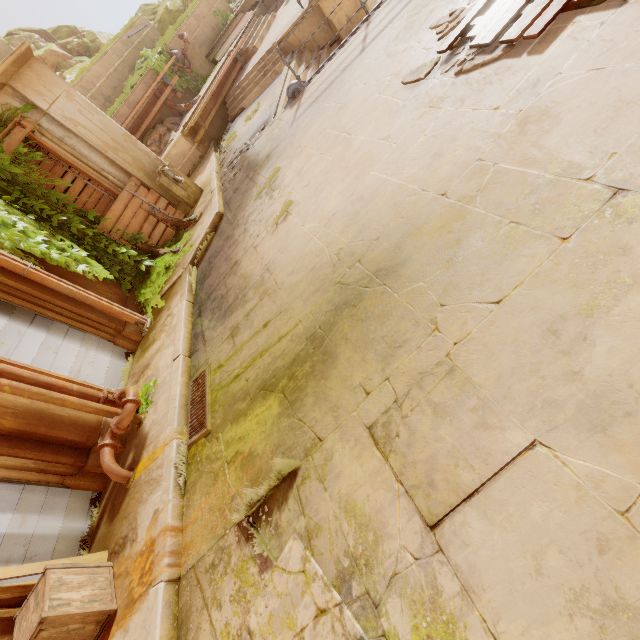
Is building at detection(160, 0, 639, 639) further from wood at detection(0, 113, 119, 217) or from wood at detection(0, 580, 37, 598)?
wood at detection(0, 113, 119, 217)

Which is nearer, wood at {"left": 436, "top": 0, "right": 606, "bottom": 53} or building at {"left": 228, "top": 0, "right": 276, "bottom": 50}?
wood at {"left": 436, "top": 0, "right": 606, "bottom": 53}

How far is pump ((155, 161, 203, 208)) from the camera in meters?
8.8 m

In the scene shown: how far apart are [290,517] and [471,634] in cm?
146

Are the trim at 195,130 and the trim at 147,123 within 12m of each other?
yes

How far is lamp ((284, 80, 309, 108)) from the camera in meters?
8.1 m

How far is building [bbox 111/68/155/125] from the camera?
12.77m

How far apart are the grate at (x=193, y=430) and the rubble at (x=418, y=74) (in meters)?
5.14
